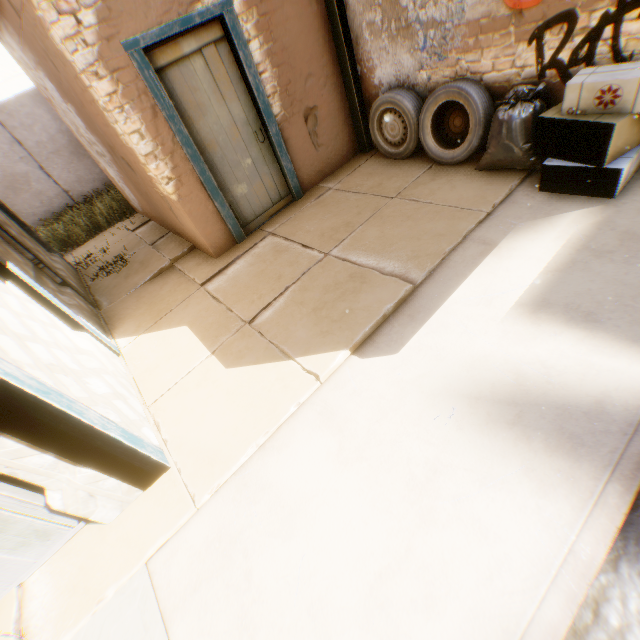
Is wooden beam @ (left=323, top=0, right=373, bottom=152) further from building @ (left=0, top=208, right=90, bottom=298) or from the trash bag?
the trash bag

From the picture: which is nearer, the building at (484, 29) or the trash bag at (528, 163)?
the building at (484, 29)

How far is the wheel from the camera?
3.9m

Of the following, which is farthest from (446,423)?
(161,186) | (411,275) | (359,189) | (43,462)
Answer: (161,186)

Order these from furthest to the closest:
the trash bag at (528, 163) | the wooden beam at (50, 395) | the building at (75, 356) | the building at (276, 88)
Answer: the building at (276, 88) → the trash bag at (528, 163) → the building at (75, 356) → the wooden beam at (50, 395)

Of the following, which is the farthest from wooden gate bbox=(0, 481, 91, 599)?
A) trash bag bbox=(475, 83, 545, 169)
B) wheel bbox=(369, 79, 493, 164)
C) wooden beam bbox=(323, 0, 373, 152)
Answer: trash bag bbox=(475, 83, 545, 169)

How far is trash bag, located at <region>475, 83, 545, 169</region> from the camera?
3.5m

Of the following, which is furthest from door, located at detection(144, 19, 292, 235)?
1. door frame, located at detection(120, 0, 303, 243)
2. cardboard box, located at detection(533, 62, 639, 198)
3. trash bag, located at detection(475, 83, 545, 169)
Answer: trash bag, located at detection(475, 83, 545, 169)
